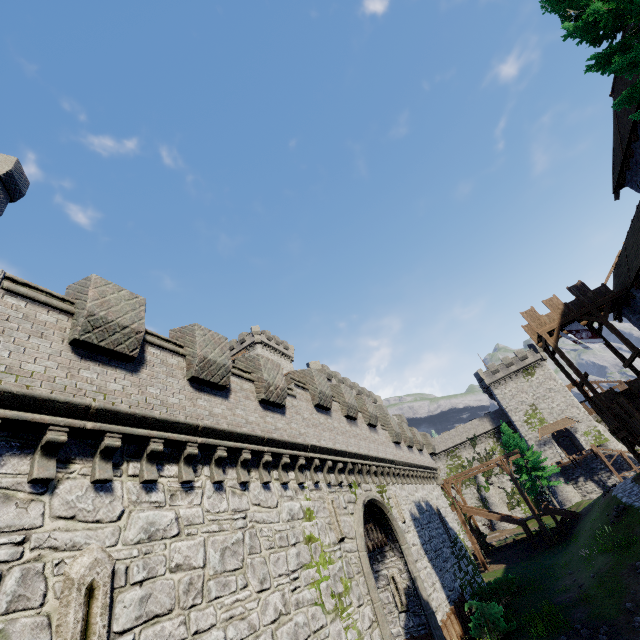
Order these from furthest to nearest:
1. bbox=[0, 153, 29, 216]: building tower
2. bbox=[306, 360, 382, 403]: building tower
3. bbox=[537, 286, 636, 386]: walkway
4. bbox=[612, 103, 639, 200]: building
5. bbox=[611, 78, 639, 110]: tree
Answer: bbox=[306, 360, 382, 403]: building tower < bbox=[537, 286, 636, 386]: walkway < bbox=[612, 103, 639, 200]: building < bbox=[0, 153, 29, 216]: building tower < bbox=[611, 78, 639, 110]: tree

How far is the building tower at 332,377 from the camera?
38.3m

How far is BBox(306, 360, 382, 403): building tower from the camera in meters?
38.3

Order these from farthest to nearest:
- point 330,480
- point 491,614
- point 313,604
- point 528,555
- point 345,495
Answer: point 528,555, point 491,614, point 345,495, point 330,480, point 313,604

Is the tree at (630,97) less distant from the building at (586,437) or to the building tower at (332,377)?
the building tower at (332,377)

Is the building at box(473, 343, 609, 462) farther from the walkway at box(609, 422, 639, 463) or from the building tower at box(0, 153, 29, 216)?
the building tower at box(0, 153, 29, 216)

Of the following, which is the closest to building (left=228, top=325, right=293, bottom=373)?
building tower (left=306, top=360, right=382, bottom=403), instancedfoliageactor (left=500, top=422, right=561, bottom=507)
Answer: building tower (left=306, top=360, right=382, bottom=403)

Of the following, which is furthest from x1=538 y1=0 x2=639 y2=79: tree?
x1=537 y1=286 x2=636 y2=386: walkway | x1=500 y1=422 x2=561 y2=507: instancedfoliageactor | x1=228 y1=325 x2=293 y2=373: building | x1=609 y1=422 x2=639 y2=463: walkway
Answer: x1=228 y1=325 x2=293 y2=373: building
